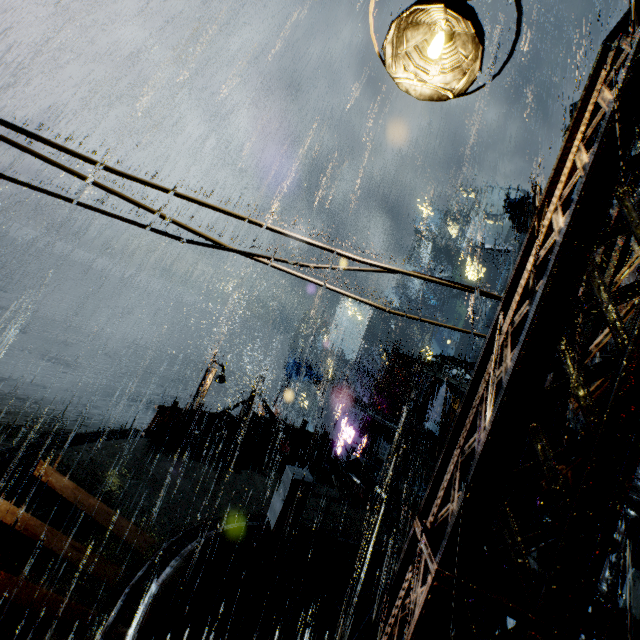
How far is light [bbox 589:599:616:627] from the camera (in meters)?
8.68

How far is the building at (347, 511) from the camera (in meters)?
13.11

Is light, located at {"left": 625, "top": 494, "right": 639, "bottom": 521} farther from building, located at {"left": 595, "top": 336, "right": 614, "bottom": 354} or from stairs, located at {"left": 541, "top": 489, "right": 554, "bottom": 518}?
stairs, located at {"left": 541, "top": 489, "right": 554, "bottom": 518}

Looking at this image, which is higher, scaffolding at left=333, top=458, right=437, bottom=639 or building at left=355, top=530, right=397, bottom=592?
scaffolding at left=333, top=458, right=437, bottom=639

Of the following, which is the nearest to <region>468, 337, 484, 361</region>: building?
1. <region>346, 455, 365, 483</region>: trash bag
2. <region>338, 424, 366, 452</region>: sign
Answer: <region>346, 455, 365, 483</region>: trash bag

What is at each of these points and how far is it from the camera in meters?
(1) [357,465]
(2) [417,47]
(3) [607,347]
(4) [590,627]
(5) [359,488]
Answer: (1) trash bag, 16.9
(2) street light, 3.0
(3) building, 39.3
(4) building, 8.9
(5) sign, 14.2

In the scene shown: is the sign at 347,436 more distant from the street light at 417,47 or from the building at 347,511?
the street light at 417,47

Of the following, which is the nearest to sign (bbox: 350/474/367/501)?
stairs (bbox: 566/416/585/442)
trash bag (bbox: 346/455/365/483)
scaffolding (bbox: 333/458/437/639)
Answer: trash bag (bbox: 346/455/365/483)
